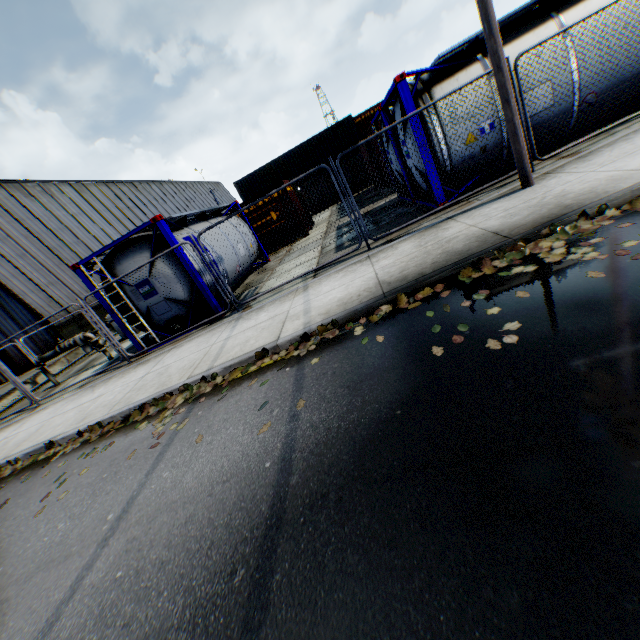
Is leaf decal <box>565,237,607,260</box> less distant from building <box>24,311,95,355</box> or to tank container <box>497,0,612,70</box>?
tank container <box>497,0,612,70</box>

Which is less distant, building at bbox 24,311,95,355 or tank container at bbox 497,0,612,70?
tank container at bbox 497,0,612,70

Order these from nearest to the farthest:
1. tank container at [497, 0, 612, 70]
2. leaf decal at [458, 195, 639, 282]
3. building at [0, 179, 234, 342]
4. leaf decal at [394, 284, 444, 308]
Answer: leaf decal at [458, 195, 639, 282]
leaf decal at [394, 284, 444, 308]
tank container at [497, 0, 612, 70]
building at [0, 179, 234, 342]

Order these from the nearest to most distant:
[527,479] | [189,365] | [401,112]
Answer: [527,479] → [189,365] → [401,112]

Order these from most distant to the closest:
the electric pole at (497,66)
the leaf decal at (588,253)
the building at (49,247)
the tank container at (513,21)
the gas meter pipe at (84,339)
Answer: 1. the building at (49,247)
2. the gas meter pipe at (84,339)
3. the tank container at (513,21)
4. the electric pole at (497,66)
5. the leaf decal at (588,253)

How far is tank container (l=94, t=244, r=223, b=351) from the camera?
8.6m

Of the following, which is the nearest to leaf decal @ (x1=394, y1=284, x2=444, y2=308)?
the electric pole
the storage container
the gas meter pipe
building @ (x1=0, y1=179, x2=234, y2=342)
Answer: the electric pole

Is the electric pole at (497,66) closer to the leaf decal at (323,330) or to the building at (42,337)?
the leaf decal at (323,330)
